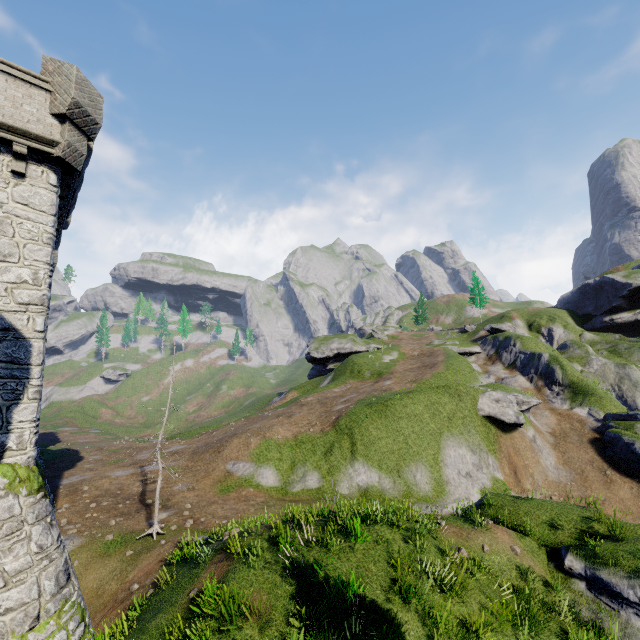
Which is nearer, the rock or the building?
the building

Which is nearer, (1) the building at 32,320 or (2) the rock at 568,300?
(1) the building at 32,320

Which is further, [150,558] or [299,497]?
[299,497]
